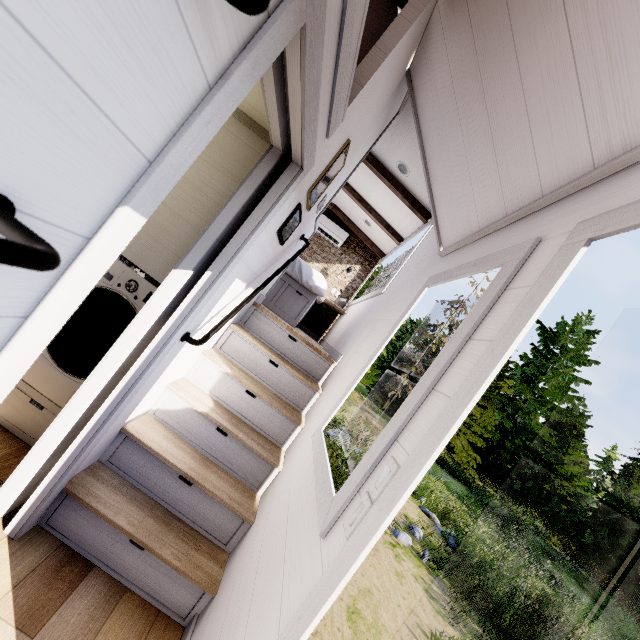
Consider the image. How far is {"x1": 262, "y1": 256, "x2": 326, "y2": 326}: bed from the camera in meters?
4.2

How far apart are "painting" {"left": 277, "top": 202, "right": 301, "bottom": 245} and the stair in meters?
0.9 m

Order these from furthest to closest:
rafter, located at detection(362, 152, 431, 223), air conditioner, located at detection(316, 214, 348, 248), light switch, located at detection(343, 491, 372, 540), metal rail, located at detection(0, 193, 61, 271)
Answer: air conditioner, located at detection(316, 214, 348, 248)
rafter, located at detection(362, 152, 431, 223)
light switch, located at detection(343, 491, 372, 540)
metal rail, located at detection(0, 193, 61, 271)

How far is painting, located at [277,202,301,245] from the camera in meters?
2.1 m

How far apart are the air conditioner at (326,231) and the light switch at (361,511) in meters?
5.8

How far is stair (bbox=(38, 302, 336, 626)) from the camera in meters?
1.7 m

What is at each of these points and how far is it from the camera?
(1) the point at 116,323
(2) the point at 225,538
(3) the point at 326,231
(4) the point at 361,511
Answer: (1) washing machine, 2.1 meters
(2) stair, 2.0 meters
(3) air conditioner, 6.4 meters
(4) light switch, 1.0 meters

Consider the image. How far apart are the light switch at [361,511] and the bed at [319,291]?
3.18m
